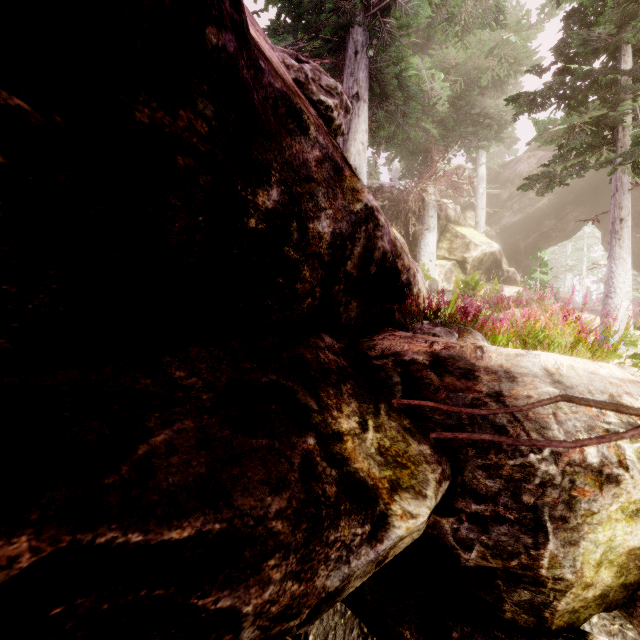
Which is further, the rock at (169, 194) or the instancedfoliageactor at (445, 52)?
the instancedfoliageactor at (445, 52)

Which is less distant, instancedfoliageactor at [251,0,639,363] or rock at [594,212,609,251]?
instancedfoliageactor at [251,0,639,363]

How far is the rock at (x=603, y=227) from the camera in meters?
24.9

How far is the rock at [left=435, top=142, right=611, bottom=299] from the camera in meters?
17.8 m

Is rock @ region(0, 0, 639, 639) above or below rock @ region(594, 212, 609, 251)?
→ below

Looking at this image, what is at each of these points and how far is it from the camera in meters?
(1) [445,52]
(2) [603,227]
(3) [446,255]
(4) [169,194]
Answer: (1) instancedfoliageactor, 13.6
(2) rock, 25.7
(3) rock, 18.0
(4) rock, 1.3
